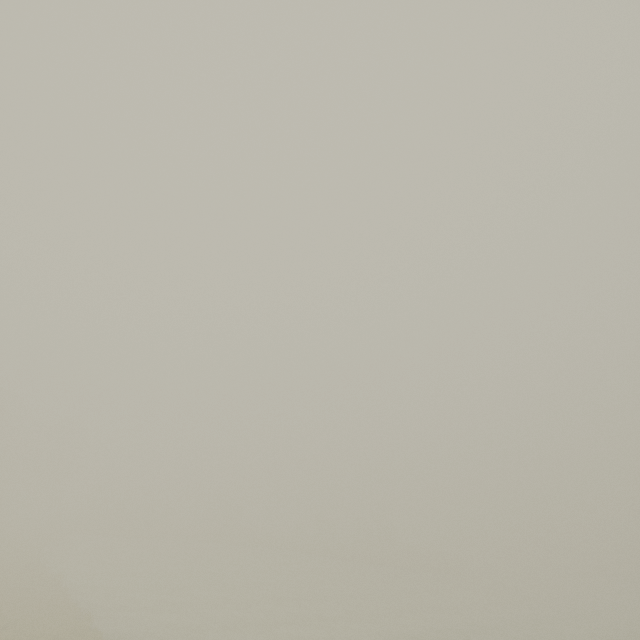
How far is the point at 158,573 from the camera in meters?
35.2
